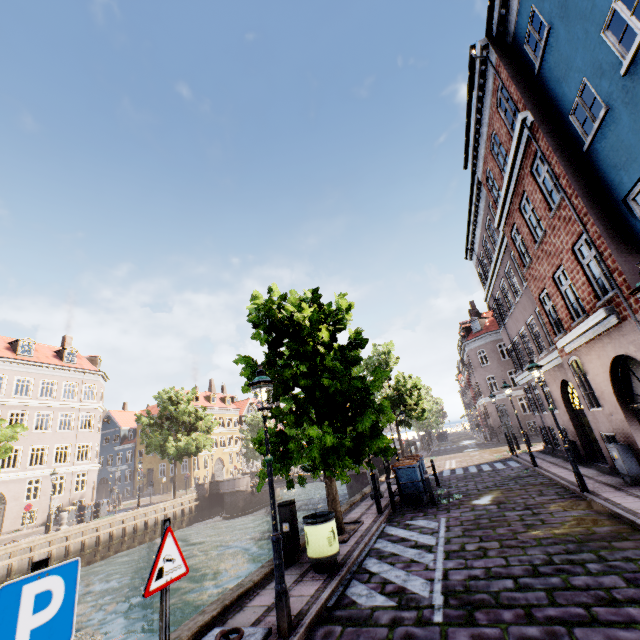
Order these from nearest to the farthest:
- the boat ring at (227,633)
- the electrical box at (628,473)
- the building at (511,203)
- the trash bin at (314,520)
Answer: the boat ring at (227,633) → the trash bin at (314,520) → the building at (511,203) → the electrical box at (628,473)

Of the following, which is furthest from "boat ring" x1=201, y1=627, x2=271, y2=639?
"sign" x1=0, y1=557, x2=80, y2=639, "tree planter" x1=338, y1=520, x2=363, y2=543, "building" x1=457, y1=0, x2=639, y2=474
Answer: "building" x1=457, y1=0, x2=639, y2=474

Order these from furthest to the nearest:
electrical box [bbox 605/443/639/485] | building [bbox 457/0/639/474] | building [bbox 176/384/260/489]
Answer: building [bbox 176/384/260/489]
electrical box [bbox 605/443/639/485]
building [bbox 457/0/639/474]

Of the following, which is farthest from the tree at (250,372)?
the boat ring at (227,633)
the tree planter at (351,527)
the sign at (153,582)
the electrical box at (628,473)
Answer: the electrical box at (628,473)

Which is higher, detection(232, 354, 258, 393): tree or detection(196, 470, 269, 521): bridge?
detection(232, 354, 258, 393): tree

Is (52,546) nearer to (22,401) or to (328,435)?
(22,401)

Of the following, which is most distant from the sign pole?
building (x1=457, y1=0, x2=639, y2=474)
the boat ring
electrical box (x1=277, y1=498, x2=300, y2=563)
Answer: building (x1=457, y1=0, x2=639, y2=474)

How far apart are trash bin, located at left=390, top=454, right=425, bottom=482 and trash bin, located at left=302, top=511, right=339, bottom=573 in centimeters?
542cm
